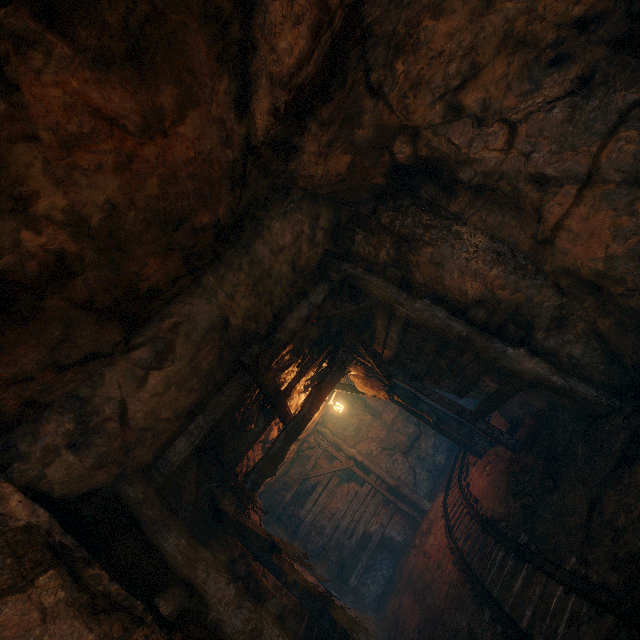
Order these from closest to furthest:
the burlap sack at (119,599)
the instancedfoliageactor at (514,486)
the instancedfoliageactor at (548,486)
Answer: the burlap sack at (119,599) → the instancedfoliageactor at (548,486) → the instancedfoliageactor at (514,486)

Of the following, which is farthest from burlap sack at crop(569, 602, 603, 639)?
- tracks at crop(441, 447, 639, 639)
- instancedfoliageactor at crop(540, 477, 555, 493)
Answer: instancedfoliageactor at crop(540, 477, 555, 493)

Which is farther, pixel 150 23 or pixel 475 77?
pixel 475 77

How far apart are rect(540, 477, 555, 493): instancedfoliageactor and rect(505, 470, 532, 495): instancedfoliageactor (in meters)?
0.52

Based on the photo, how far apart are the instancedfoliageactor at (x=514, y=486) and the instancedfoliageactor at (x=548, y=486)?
0.5 meters

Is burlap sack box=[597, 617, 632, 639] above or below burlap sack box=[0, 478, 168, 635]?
below

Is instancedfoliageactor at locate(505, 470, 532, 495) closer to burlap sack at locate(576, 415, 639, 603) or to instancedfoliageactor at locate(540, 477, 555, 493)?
instancedfoliageactor at locate(540, 477, 555, 493)

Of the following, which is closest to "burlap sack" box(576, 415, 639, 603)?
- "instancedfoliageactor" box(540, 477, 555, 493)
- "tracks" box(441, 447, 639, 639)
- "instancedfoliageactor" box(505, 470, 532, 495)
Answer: "tracks" box(441, 447, 639, 639)
